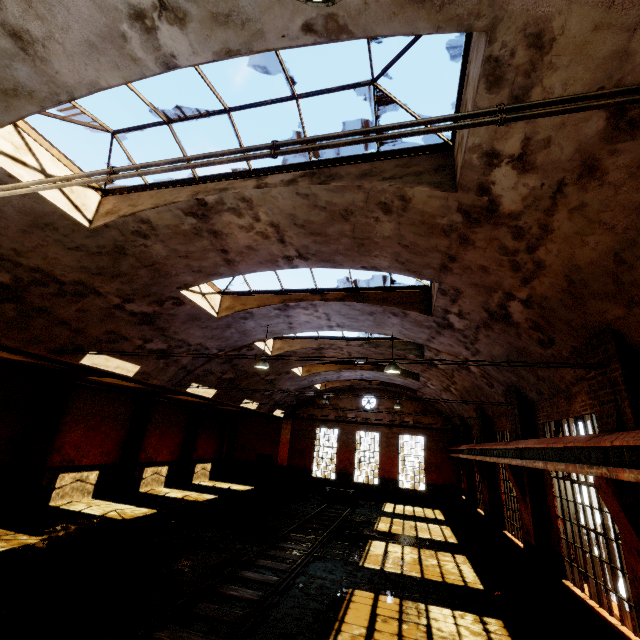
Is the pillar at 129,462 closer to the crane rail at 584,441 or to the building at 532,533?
the building at 532,533

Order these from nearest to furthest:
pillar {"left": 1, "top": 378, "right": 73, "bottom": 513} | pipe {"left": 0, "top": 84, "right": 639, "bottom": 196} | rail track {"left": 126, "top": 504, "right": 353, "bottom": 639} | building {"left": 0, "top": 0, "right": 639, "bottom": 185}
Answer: pipe {"left": 0, "top": 84, "right": 639, "bottom": 196} < building {"left": 0, "top": 0, "right": 639, "bottom": 185} < rail track {"left": 126, "top": 504, "right": 353, "bottom": 639} < pillar {"left": 1, "top": 378, "right": 73, "bottom": 513}

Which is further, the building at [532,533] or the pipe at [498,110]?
the building at [532,533]

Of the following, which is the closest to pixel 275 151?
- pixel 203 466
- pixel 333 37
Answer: pixel 333 37

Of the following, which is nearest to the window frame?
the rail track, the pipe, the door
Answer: the pipe

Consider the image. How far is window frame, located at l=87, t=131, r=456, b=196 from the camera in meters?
5.2 m

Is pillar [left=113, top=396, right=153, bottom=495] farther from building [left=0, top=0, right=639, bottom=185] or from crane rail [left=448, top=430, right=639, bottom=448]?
crane rail [left=448, top=430, right=639, bottom=448]

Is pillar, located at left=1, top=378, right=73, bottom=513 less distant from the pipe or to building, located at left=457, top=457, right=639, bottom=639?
building, located at left=457, top=457, right=639, bottom=639
